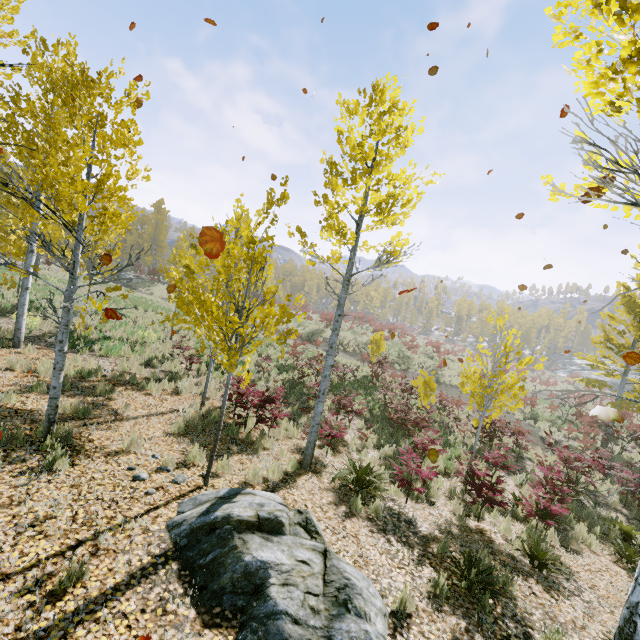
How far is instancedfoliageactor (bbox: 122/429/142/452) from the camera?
6.08m

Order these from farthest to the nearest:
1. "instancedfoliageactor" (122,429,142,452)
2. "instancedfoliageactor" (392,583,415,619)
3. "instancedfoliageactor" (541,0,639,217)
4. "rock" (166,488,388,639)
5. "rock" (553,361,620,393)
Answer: "rock" (553,361,620,393) < "instancedfoliageactor" (122,429,142,452) < "instancedfoliageactor" (392,583,415,619) < "rock" (166,488,388,639) < "instancedfoliageactor" (541,0,639,217)

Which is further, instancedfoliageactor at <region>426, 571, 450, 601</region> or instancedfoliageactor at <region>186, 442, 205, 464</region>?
instancedfoliageactor at <region>186, 442, 205, 464</region>

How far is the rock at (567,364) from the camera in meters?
45.3 m

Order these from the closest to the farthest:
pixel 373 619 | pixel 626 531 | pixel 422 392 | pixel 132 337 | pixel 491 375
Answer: pixel 373 619 → pixel 626 531 → pixel 491 375 → pixel 422 392 → pixel 132 337

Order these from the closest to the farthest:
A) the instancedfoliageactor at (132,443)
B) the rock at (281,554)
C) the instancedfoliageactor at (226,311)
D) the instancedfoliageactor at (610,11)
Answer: the instancedfoliageactor at (610,11) < the rock at (281,554) < the instancedfoliageactor at (226,311) < the instancedfoliageactor at (132,443)

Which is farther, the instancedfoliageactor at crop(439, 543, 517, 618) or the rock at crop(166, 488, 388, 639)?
the instancedfoliageactor at crop(439, 543, 517, 618)

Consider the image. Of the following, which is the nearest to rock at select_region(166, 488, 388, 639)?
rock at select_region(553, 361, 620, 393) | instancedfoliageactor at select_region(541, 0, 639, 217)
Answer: instancedfoliageactor at select_region(541, 0, 639, 217)
